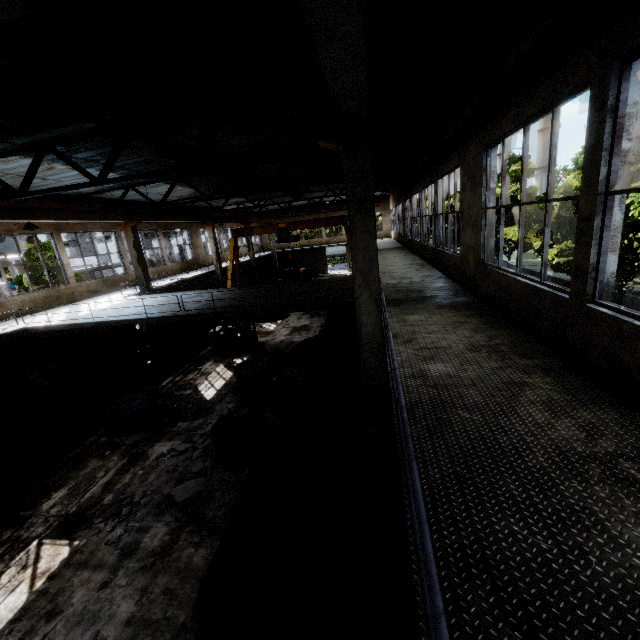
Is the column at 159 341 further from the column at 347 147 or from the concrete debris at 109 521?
the column at 347 147

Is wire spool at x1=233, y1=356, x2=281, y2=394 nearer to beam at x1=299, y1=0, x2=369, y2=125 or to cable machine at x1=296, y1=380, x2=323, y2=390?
cable machine at x1=296, y1=380, x2=323, y2=390

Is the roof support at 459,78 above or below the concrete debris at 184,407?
above

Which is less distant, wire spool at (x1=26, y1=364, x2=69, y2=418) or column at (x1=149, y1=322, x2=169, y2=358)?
wire spool at (x1=26, y1=364, x2=69, y2=418)

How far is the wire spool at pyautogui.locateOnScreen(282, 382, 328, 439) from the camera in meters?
8.4 m

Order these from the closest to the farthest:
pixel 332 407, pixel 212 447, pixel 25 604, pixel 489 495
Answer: pixel 489 495, pixel 25 604, pixel 332 407, pixel 212 447

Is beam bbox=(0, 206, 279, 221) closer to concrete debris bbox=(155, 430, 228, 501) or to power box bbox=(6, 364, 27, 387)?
power box bbox=(6, 364, 27, 387)

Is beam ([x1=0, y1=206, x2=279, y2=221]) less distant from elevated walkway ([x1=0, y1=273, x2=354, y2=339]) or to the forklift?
elevated walkway ([x1=0, y1=273, x2=354, y2=339])
